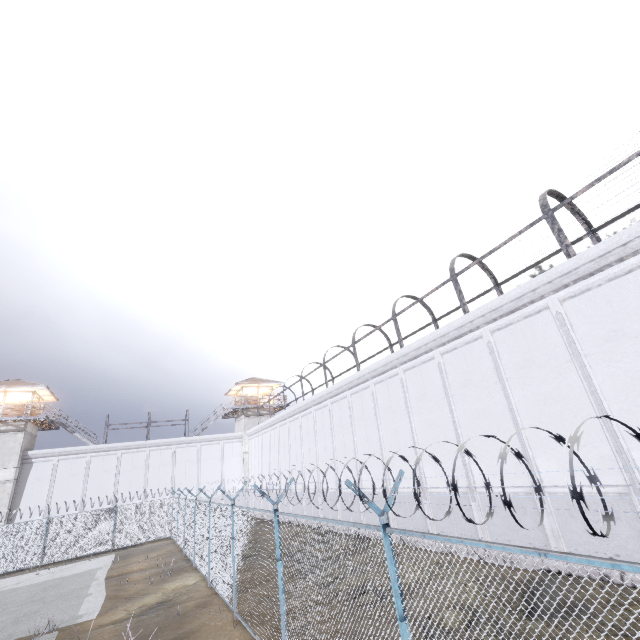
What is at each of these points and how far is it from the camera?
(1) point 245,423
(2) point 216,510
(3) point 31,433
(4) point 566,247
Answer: (1) building, 38.2m
(2) fence, 12.3m
(3) building, 30.7m
(4) metal cage, 10.1m

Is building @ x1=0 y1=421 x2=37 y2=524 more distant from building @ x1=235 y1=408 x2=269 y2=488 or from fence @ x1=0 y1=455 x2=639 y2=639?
building @ x1=235 y1=408 x2=269 y2=488

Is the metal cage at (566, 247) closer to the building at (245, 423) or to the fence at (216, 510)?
the fence at (216, 510)

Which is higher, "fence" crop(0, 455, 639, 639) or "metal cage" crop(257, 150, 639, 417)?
"metal cage" crop(257, 150, 639, 417)

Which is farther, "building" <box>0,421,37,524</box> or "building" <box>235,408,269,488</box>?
"building" <box>235,408,269,488</box>

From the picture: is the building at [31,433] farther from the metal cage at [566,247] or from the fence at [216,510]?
the metal cage at [566,247]

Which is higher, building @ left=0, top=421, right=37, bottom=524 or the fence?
building @ left=0, top=421, right=37, bottom=524

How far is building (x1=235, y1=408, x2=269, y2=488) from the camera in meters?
36.4 m
